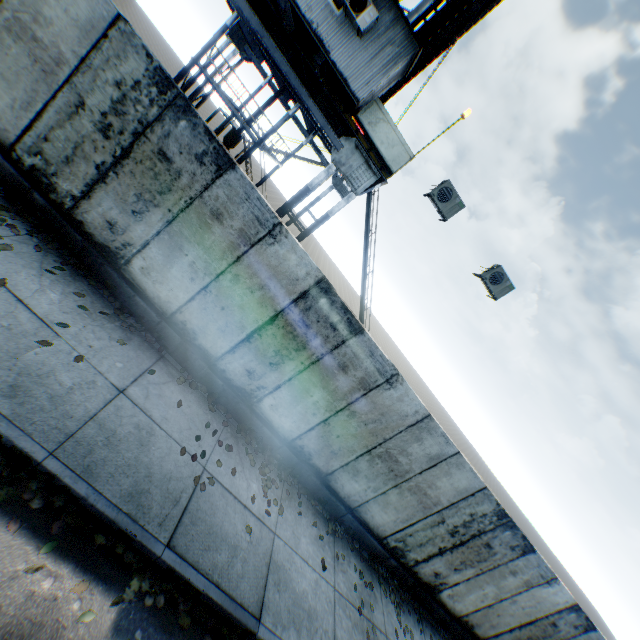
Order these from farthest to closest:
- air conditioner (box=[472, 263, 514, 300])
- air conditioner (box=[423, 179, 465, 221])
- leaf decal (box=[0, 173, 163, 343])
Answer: air conditioner (box=[472, 263, 514, 300])
air conditioner (box=[423, 179, 465, 221])
leaf decal (box=[0, 173, 163, 343])

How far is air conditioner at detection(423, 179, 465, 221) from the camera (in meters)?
8.20

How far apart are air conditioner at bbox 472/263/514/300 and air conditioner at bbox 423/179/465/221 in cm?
183

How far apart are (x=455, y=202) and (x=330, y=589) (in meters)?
9.19

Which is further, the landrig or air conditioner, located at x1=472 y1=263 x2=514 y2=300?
air conditioner, located at x1=472 y1=263 x2=514 y2=300

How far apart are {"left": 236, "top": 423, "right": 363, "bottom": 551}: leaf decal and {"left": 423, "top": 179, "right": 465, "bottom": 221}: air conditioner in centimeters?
704cm

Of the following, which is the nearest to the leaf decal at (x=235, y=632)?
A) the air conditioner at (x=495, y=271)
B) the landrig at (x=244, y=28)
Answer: the landrig at (x=244, y=28)

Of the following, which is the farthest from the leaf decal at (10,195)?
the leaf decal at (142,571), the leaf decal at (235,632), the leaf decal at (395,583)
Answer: the leaf decal at (395,583)
